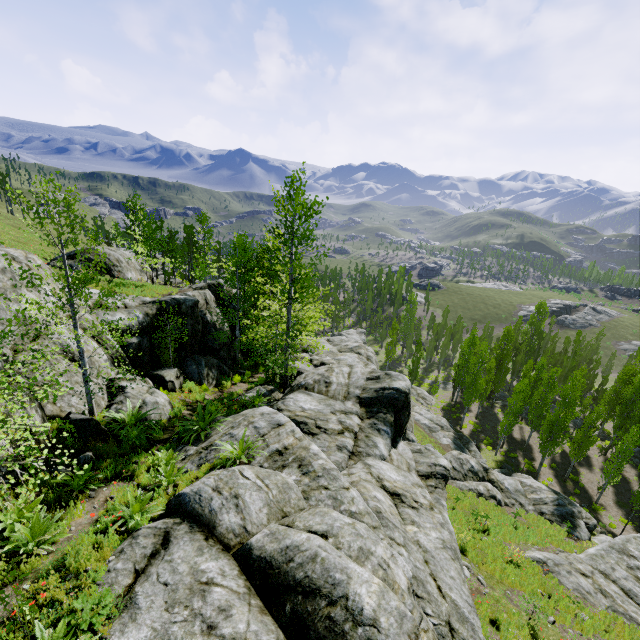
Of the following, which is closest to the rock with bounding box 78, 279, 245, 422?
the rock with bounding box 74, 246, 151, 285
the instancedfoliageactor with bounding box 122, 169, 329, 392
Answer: the instancedfoliageactor with bounding box 122, 169, 329, 392

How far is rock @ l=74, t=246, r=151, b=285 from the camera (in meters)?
27.16

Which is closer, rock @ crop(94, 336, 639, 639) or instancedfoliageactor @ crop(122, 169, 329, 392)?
rock @ crop(94, 336, 639, 639)

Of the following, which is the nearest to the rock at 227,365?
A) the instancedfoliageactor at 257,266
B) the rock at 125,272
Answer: the instancedfoliageactor at 257,266

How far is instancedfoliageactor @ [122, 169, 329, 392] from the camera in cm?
1539

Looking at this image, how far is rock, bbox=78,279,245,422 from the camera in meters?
12.5 m

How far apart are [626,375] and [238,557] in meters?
46.3 m
